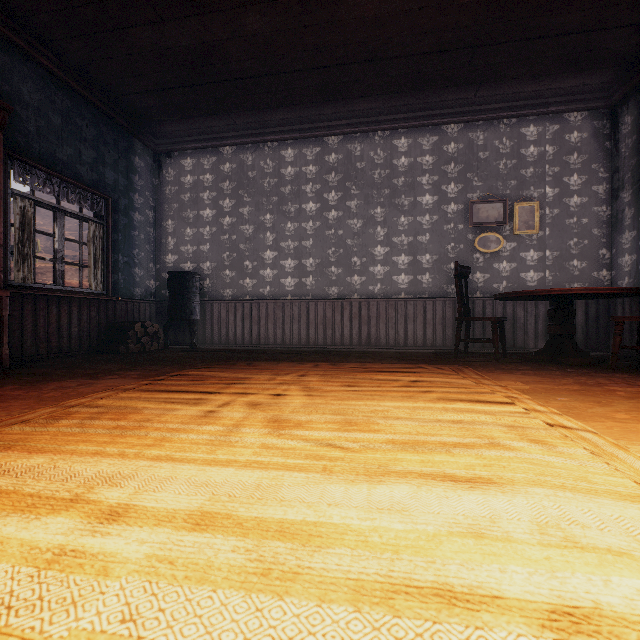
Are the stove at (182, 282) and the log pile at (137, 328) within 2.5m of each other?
yes

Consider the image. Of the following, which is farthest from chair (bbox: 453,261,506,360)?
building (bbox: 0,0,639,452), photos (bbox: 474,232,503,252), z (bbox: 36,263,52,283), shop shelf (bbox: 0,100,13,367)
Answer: shop shelf (bbox: 0,100,13,367)

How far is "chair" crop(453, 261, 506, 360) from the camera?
3.76m

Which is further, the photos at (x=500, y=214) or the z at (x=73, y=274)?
the z at (x=73, y=274)

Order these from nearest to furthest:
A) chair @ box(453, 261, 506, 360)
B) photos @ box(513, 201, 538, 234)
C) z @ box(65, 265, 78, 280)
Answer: chair @ box(453, 261, 506, 360) < photos @ box(513, 201, 538, 234) < z @ box(65, 265, 78, 280)

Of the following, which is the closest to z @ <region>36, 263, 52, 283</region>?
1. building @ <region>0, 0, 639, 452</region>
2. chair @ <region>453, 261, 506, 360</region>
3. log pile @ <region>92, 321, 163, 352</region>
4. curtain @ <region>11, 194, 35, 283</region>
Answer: building @ <region>0, 0, 639, 452</region>

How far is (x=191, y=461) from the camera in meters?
1.0 m

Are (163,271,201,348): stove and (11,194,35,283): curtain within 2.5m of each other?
yes
